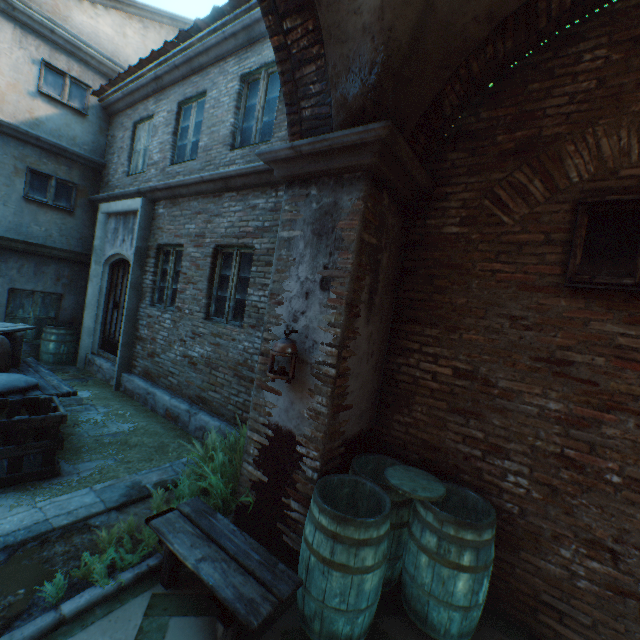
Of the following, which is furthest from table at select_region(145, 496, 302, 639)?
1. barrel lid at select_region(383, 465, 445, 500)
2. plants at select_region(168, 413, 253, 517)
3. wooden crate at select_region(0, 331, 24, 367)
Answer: wooden crate at select_region(0, 331, 24, 367)

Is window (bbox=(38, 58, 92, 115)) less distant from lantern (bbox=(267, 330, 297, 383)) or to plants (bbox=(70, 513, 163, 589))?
lantern (bbox=(267, 330, 297, 383))

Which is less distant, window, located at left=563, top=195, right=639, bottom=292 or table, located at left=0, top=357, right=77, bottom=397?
window, located at left=563, top=195, right=639, bottom=292

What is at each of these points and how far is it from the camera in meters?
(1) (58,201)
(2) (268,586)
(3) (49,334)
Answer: (1) window, 8.1
(2) table, 2.3
(3) barrel, 7.9

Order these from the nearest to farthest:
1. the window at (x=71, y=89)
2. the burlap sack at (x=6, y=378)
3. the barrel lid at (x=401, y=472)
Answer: the barrel lid at (x=401, y=472) → the burlap sack at (x=6, y=378) → the window at (x=71, y=89)

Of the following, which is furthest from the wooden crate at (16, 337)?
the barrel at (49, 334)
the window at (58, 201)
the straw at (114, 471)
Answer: the window at (58, 201)

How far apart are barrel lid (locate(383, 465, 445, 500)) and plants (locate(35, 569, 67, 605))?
2.4 meters

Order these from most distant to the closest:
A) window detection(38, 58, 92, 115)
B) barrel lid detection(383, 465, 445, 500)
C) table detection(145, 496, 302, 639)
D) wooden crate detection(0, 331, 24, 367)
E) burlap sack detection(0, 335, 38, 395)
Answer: window detection(38, 58, 92, 115) → wooden crate detection(0, 331, 24, 367) → burlap sack detection(0, 335, 38, 395) → barrel lid detection(383, 465, 445, 500) → table detection(145, 496, 302, 639)
